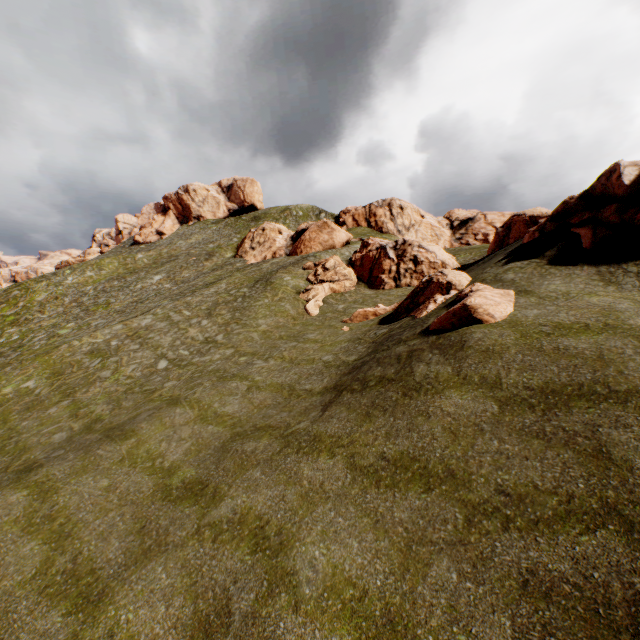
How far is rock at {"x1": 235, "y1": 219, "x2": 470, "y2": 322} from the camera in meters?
20.3

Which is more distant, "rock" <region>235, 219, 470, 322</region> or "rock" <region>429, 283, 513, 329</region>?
"rock" <region>235, 219, 470, 322</region>

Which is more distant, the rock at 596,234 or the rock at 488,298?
the rock at 596,234

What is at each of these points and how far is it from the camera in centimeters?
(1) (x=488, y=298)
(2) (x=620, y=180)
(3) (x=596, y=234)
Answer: (1) rock, 1379cm
(2) rock, 1627cm
(3) rock, 1575cm

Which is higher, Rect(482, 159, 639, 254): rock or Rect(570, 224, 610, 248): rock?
Rect(482, 159, 639, 254): rock

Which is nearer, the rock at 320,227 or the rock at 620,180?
the rock at 620,180

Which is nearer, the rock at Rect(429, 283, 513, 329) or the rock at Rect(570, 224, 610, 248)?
the rock at Rect(429, 283, 513, 329)
